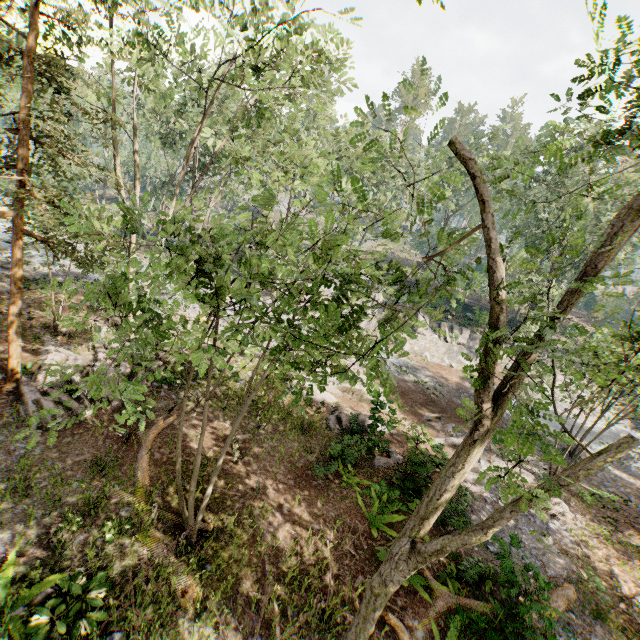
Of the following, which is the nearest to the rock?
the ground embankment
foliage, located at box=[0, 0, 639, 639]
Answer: foliage, located at box=[0, 0, 639, 639]

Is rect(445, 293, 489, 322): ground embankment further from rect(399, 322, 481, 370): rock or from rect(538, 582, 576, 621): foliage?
rect(399, 322, 481, 370): rock

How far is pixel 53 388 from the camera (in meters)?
12.02

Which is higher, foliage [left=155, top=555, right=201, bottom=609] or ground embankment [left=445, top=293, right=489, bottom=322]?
ground embankment [left=445, top=293, right=489, bottom=322]

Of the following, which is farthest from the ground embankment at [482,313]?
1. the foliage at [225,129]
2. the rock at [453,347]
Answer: the rock at [453,347]

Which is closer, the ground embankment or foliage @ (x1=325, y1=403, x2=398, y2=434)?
foliage @ (x1=325, y1=403, x2=398, y2=434)
